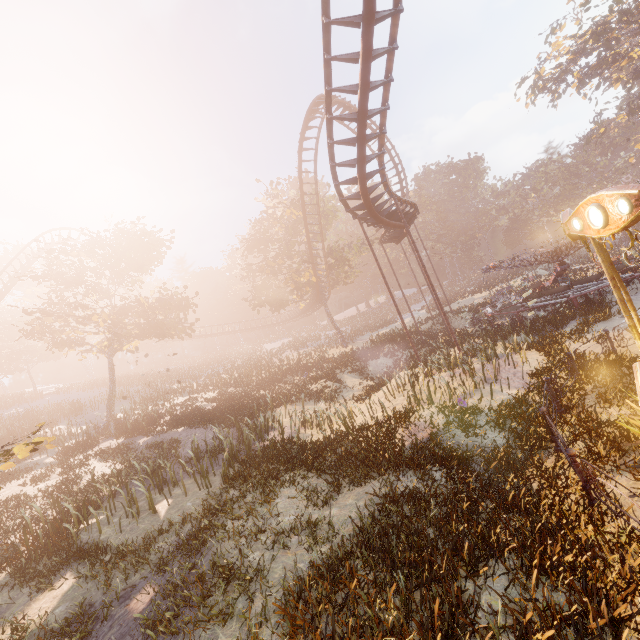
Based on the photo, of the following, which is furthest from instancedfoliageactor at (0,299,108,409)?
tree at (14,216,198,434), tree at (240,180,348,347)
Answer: tree at (240,180,348,347)

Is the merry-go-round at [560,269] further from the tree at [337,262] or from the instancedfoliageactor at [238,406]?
the instancedfoliageactor at [238,406]

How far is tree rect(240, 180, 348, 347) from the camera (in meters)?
34.22

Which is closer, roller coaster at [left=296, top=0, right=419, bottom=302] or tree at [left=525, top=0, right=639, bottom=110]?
roller coaster at [left=296, top=0, right=419, bottom=302]

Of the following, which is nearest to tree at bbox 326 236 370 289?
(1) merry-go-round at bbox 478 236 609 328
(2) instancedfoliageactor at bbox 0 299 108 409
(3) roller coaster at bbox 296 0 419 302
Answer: (3) roller coaster at bbox 296 0 419 302

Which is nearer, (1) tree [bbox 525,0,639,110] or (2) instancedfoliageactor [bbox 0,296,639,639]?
(2) instancedfoliageactor [bbox 0,296,639,639]

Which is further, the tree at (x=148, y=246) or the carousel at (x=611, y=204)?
the tree at (x=148, y=246)

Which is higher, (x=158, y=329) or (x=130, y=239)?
(x=130, y=239)
